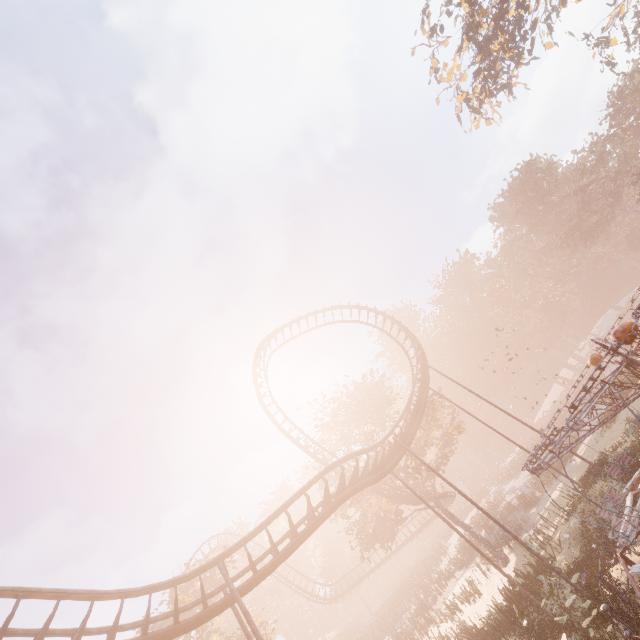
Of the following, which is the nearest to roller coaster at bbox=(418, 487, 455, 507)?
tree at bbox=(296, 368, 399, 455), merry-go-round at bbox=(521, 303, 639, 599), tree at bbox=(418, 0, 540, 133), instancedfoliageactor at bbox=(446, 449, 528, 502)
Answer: tree at bbox=(296, 368, 399, 455)

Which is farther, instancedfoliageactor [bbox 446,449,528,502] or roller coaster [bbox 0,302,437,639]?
instancedfoliageactor [bbox 446,449,528,502]

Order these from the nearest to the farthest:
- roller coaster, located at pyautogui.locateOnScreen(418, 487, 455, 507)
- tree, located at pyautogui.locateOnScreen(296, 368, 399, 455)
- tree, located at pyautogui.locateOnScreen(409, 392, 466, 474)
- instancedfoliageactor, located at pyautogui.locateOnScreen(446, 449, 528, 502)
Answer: roller coaster, located at pyautogui.locateOnScreen(418, 487, 455, 507), tree, located at pyautogui.locateOnScreen(409, 392, 466, 474), tree, located at pyautogui.locateOnScreen(296, 368, 399, 455), instancedfoliageactor, located at pyautogui.locateOnScreen(446, 449, 528, 502)

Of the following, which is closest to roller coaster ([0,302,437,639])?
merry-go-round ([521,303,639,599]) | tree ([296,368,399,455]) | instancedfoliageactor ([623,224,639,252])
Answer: tree ([296,368,399,455])

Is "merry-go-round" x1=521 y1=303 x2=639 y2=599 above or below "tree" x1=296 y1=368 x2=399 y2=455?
below

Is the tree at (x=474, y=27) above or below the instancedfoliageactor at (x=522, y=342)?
above

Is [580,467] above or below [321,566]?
below

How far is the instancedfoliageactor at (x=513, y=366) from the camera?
58.0 meters
